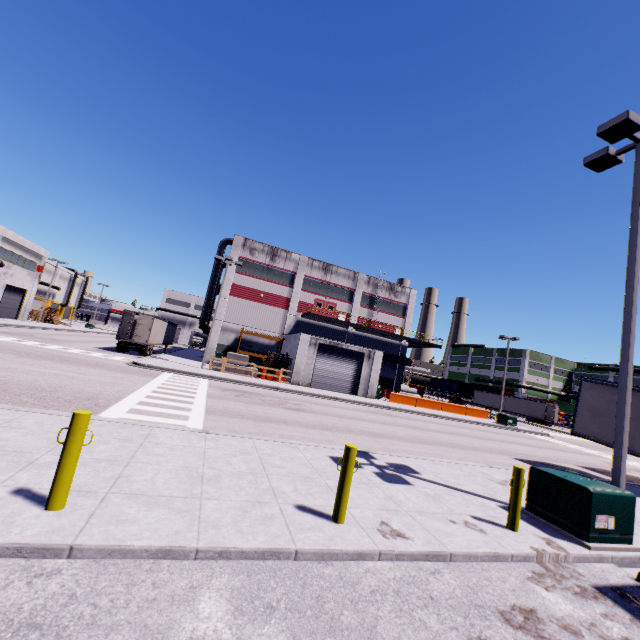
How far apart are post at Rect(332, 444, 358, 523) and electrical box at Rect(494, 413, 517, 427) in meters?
33.6 m

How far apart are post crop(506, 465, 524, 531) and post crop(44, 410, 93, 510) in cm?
727

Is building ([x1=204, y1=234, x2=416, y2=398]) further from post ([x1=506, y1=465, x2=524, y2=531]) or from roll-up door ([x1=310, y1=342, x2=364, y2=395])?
post ([x1=506, y1=465, x2=524, y2=531])

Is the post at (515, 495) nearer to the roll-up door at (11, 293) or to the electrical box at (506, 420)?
the electrical box at (506, 420)

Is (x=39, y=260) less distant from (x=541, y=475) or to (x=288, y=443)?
(x=288, y=443)

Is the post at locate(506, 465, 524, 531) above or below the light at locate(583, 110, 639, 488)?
below

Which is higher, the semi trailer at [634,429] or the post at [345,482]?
the semi trailer at [634,429]

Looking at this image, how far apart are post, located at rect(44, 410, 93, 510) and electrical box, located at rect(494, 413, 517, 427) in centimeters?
3680cm
